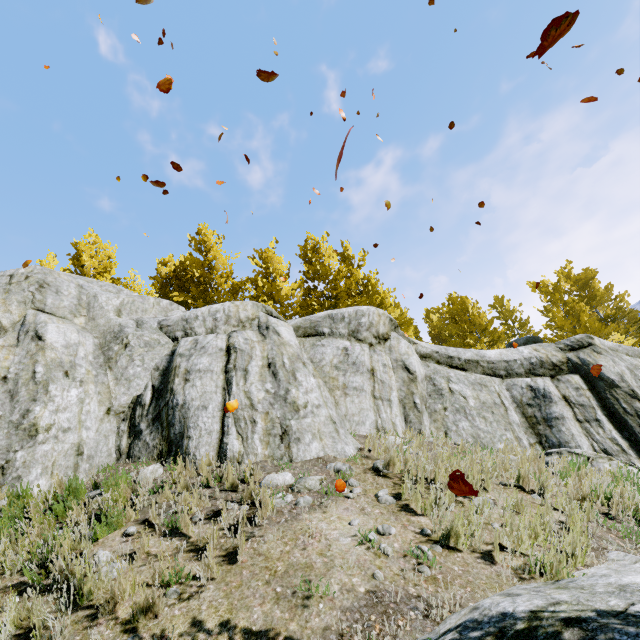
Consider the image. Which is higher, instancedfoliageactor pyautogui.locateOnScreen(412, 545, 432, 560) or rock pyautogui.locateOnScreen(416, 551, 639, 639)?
instancedfoliageactor pyautogui.locateOnScreen(412, 545, 432, 560)

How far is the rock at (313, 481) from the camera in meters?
5.0 m

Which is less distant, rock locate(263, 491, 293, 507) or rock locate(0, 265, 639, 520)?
rock locate(263, 491, 293, 507)

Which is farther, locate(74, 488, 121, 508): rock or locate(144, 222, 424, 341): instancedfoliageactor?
locate(144, 222, 424, 341): instancedfoliageactor

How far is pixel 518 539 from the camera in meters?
3.8

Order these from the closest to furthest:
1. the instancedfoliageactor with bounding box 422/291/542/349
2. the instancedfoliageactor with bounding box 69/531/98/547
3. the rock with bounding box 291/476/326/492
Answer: the instancedfoliageactor with bounding box 69/531/98/547
the rock with bounding box 291/476/326/492
the instancedfoliageactor with bounding box 422/291/542/349

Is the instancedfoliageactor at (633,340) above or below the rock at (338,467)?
above
